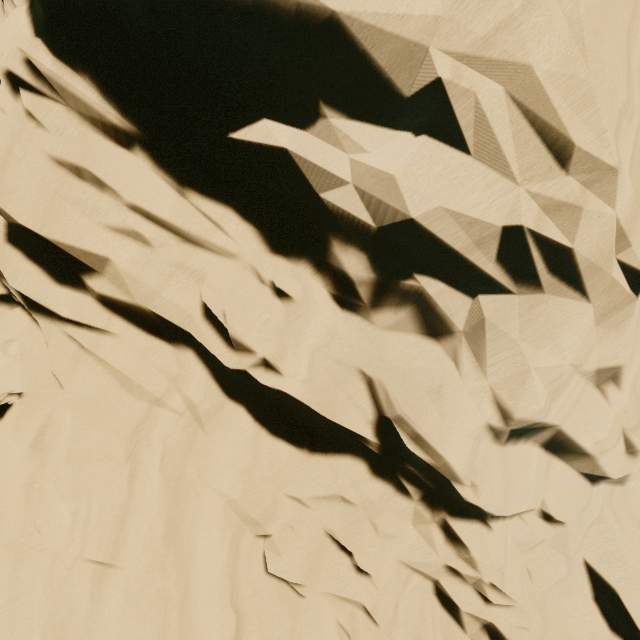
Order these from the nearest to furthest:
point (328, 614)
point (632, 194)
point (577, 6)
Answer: point (577, 6), point (632, 194), point (328, 614)
